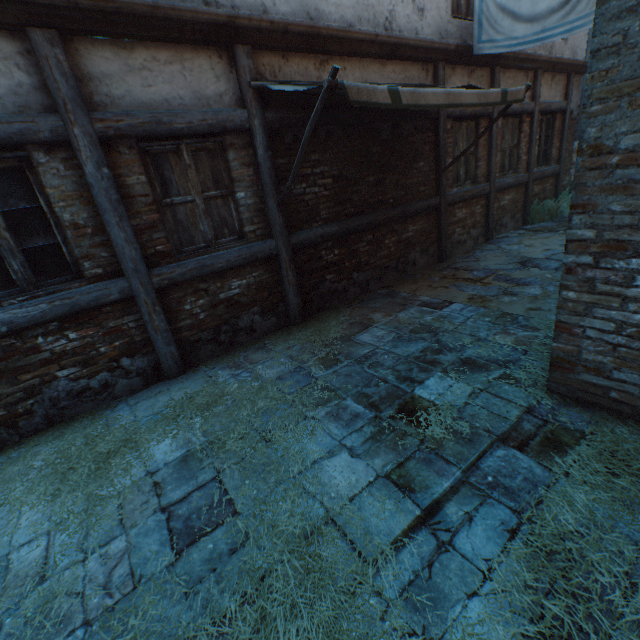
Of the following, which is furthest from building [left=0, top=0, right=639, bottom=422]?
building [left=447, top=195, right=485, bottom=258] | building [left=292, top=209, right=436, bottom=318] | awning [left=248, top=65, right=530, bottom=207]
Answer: building [left=292, top=209, right=436, bottom=318]

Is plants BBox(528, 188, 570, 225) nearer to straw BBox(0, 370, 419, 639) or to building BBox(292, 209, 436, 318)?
building BBox(292, 209, 436, 318)

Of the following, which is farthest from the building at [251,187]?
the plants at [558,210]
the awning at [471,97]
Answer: the plants at [558,210]

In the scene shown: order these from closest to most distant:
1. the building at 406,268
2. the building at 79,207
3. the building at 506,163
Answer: the building at 79,207 → the building at 406,268 → the building at 506,163

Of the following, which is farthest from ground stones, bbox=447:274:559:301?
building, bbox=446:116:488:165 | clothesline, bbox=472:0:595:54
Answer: clothesline, bbox=472:0:595:54

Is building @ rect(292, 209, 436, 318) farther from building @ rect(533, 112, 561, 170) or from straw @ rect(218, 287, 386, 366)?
building @ rect(533, 112, 561, 170)

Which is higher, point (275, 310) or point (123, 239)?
point (123, 239)

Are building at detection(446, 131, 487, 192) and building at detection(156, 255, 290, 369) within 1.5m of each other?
no
